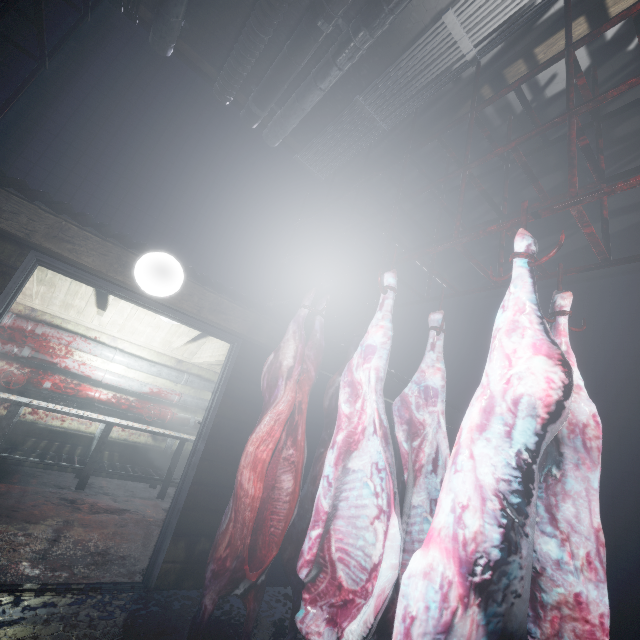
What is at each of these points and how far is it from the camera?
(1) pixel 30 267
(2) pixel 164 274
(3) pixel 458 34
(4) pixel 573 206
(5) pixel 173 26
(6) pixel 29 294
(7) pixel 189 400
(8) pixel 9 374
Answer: (1) door, 2.2 meters
(2) light, 2.2 meters
(3) wire, 2.3 meters
(4) rig, 1.3 meters
(5) pipe, 2.7 meters
(6) beam, 4.3 meters
(7) pipe, 5.5 meters
(8) pipe, 4.2 meters

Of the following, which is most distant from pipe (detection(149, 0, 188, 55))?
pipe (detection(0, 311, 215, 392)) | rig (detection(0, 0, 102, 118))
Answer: pipe (detection(0, 311, 215, 392))

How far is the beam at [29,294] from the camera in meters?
3.9

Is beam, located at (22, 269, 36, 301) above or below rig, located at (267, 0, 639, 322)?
below

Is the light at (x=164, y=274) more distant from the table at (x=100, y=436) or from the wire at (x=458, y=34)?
the table at (x=100, y=436)

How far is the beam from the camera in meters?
3.9 m

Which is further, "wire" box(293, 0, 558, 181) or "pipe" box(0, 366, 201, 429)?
"pipe" box(0, 366, 201, 429)

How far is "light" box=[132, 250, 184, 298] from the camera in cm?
214
